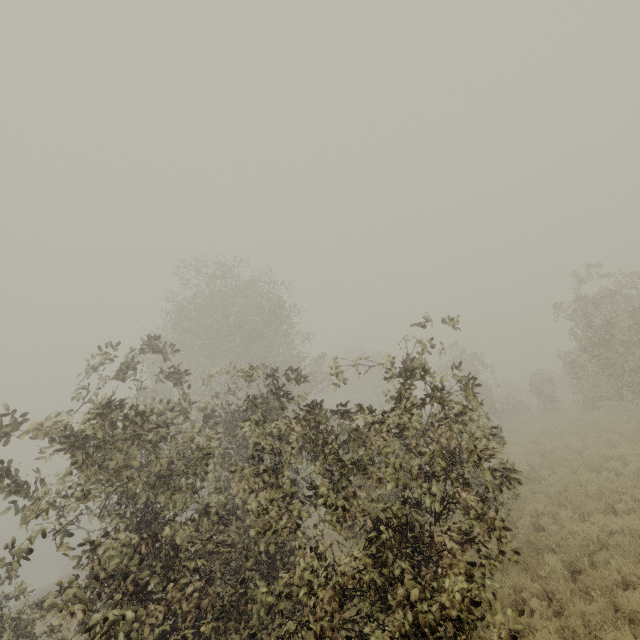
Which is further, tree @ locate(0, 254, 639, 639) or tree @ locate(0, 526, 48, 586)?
tree @ locate(0, 254, 639, 639)

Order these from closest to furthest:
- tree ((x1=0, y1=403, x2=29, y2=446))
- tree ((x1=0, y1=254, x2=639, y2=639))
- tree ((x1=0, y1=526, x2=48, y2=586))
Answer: tree ((x1=0, y1=526, x2=48, y2=586))
tree ((x1=0, y1=254, x2=639, y2=639))
tree ((x1=0, y1=403, x2=29, y2=446))

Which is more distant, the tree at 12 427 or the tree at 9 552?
the tree at 12 427

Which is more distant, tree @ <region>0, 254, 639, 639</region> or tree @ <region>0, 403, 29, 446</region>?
tree @ <region>0, 403, 29, 446</region>

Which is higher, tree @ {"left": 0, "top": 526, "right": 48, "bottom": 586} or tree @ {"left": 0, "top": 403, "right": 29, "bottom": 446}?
tree @ {"left": 0, "top": 403, "right": 29, "bottom": 446}

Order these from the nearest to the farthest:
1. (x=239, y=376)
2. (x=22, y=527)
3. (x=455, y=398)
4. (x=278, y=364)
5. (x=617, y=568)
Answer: (x=22, y=527) < (x=617, y=568) < (x=239, y=376) < (x=455, y=398) < (x=278, y=364)
